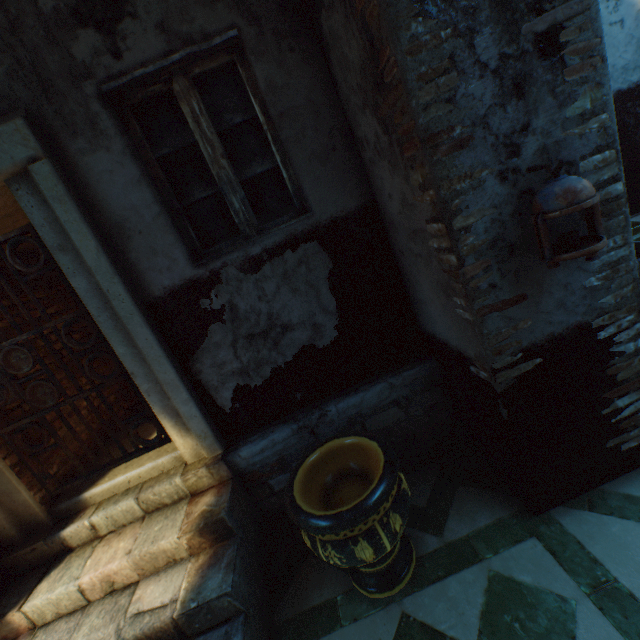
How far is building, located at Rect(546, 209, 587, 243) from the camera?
1.7m

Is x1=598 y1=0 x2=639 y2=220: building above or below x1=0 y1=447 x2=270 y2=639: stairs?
above

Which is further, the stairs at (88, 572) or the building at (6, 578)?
the building at (6, 578)

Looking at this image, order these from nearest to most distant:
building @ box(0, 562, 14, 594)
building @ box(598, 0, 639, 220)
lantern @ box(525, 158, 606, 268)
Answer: lantern @ box(525, 158, 606, 268), building @ box(0, 562, 14, 594), building @ box(598, 0, 639, 220)

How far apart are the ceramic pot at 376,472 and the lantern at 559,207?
1.4 meters

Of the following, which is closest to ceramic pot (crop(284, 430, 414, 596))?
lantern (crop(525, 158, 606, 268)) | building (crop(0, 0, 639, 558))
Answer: building (crop(0, 0, 639, 558))

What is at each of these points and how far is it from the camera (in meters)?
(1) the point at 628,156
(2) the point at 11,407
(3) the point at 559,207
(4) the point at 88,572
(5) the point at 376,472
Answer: (1) building, 3.79
(2) building, 2.90
(3) lantern, 1.45
(4) stairs, 2.38
(5) ceramic pot, 2.13

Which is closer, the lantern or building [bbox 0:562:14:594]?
the lantern
